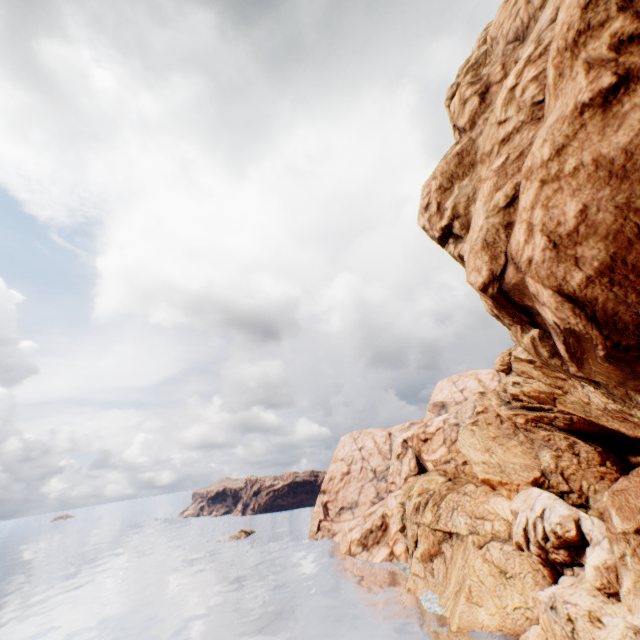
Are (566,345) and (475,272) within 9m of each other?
yes
